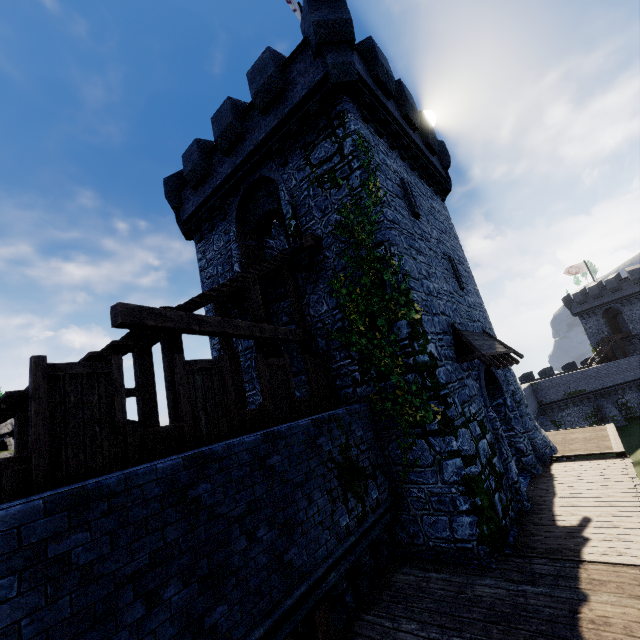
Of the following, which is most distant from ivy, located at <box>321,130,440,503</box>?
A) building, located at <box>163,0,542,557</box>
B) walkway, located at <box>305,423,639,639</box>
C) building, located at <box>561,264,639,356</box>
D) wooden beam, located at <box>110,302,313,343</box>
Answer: building, located at <box>561,264,639,356</box>

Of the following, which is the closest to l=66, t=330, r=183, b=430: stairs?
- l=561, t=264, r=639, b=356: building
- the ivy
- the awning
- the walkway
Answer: the ivy

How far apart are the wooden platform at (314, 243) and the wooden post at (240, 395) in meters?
3.8 m

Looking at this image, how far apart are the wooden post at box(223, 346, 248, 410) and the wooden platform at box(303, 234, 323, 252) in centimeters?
383cm

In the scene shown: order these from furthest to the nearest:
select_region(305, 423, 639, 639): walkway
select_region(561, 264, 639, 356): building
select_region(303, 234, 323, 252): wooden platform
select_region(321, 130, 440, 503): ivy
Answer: select_region(561, 264, 639, 356): building, select_region(303, 234, 323, 252): wooden platform, select_region(321, 130, 440, 503): ivy, select_region(305, 423, 639, 639): walkway

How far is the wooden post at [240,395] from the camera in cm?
915

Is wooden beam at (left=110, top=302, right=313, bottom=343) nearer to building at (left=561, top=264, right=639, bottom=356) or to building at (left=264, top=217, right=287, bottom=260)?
building at (left=264, top=217, right=287, bottom=260)

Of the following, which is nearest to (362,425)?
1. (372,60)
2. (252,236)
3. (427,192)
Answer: (252,236)
